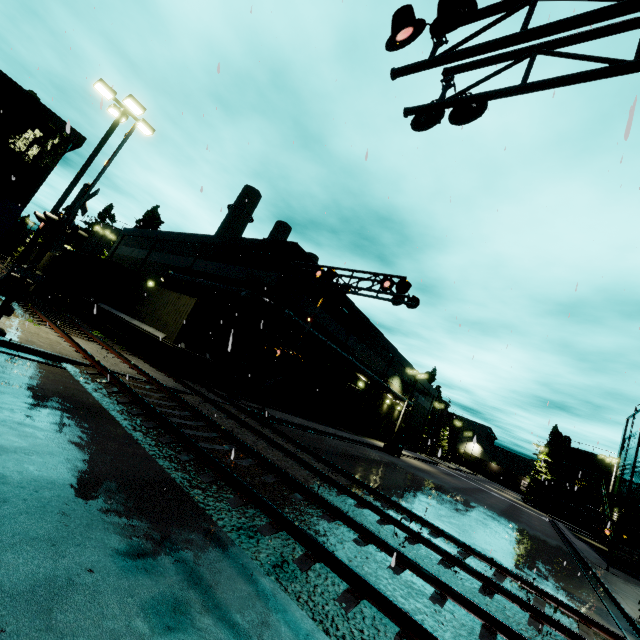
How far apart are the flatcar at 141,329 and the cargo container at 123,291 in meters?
0.0

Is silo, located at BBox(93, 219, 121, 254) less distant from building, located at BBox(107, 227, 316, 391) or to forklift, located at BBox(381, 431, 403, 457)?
building, located at BBox(107, 227, 316, 391)

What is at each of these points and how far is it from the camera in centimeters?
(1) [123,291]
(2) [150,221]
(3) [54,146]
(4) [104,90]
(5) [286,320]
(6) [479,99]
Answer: (1) cargo container, 2222cm
(2) tree, 4366cm
(3) building, 1947cm
(4) light, 1301cm
(5) pipe, 2106cm
(6) railroad crossing overhang, 559cm

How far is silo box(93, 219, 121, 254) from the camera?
46.34m

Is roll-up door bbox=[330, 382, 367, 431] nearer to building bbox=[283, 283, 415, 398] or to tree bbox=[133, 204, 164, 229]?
building bbox=[283, 283, 415, 398]

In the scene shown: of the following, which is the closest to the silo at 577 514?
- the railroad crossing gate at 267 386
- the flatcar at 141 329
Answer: the railroad crossing gate at 267 386

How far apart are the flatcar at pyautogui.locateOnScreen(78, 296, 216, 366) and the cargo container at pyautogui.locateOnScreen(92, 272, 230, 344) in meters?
0.0 m

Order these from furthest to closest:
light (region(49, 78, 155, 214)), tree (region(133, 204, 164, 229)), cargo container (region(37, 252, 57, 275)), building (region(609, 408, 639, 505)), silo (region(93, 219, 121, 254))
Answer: silo (region(93, 219, 121, 254))
tree (region(133, 204, 164, 229))
cargo container (region(37, 252, 57, 275))
building (region(609, 408, 639, 505))
light (region(49, 78, 155, 214))
